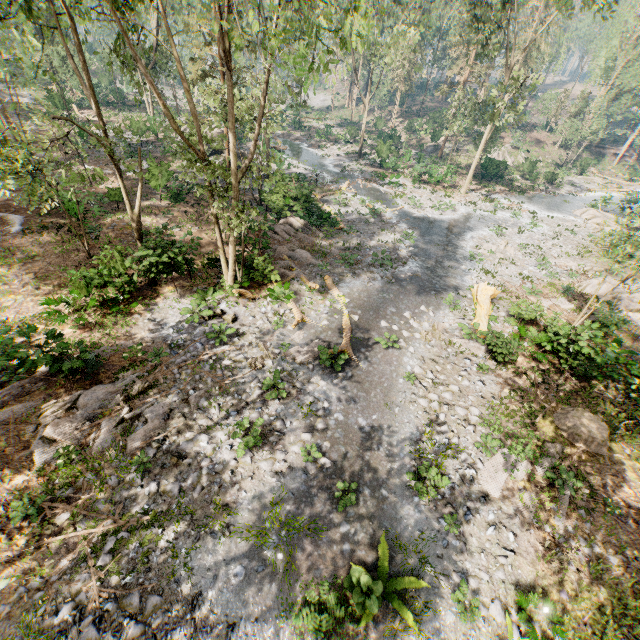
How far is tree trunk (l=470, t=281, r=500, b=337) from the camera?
16.2m

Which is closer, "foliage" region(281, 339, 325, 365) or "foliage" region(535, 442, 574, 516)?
"foliage" region(535, 442, 574, 516)

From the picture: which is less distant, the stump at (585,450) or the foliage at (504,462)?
the foliage at (504,462)

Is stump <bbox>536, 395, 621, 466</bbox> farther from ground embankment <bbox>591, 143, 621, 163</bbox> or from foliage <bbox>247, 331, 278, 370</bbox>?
ground embankment <bbox>591, 143, 621, 163</bbox>

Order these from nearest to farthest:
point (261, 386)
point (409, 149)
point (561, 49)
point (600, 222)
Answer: point (261, 386) < point (600, 222) < point (409, 149) < point (561, 49)

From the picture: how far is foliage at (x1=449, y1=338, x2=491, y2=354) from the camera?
15.5 meters

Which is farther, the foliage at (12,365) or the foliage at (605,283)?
the foliage at (605,283)
